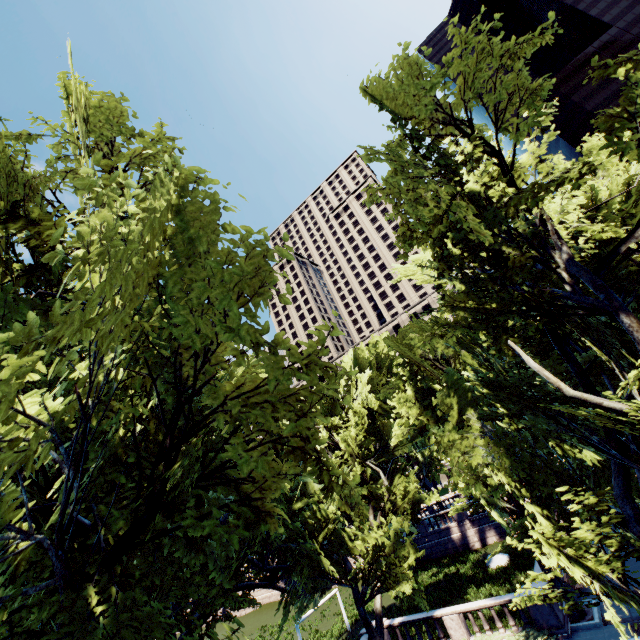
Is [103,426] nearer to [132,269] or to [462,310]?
[132,269]

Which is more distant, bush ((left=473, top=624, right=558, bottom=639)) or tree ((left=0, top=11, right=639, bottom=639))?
bush ((left=473, top=624, right=558, bottom=639))

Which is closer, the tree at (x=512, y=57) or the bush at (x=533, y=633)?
the tree at (x=512, y=57)

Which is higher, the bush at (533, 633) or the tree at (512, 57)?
the tree at (512, 57)

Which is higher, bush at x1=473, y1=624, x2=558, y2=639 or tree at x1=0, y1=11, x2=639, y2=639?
tree at x1=0, y1=11, x2=639, y2=639
